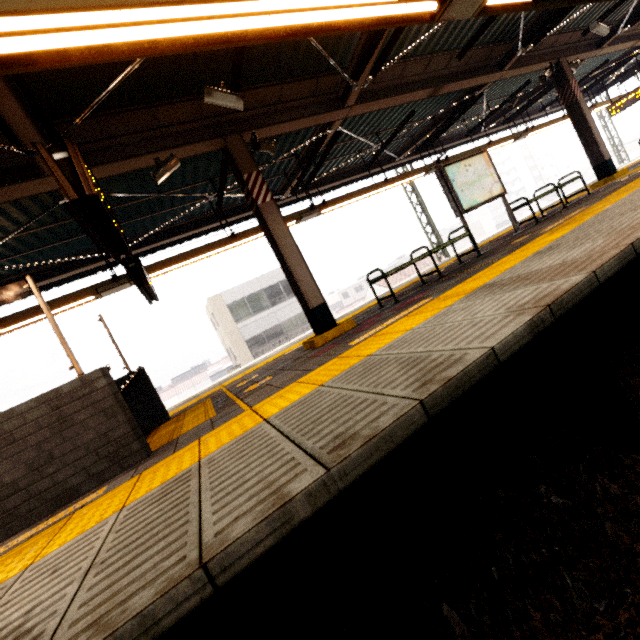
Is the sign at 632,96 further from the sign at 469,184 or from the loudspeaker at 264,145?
the loudspeaker at 264,145

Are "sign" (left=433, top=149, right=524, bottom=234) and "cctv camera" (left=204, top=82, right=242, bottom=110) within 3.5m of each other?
no

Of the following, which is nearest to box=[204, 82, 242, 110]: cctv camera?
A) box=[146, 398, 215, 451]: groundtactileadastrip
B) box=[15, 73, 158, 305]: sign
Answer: box=[15, 73, 158, 305]: sign

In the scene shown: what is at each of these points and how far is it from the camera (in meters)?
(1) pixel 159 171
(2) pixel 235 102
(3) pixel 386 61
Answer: (1) cctv camera, 4.71
(2) cctv camera, 4.19
(3) awning structure, 6.03

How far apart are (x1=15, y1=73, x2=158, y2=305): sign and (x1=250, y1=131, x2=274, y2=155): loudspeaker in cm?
256

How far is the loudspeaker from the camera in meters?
5.3

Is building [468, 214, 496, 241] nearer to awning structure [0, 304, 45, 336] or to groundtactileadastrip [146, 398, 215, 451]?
awning structure [0, 304, 45, 336]

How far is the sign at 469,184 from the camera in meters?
6.8
